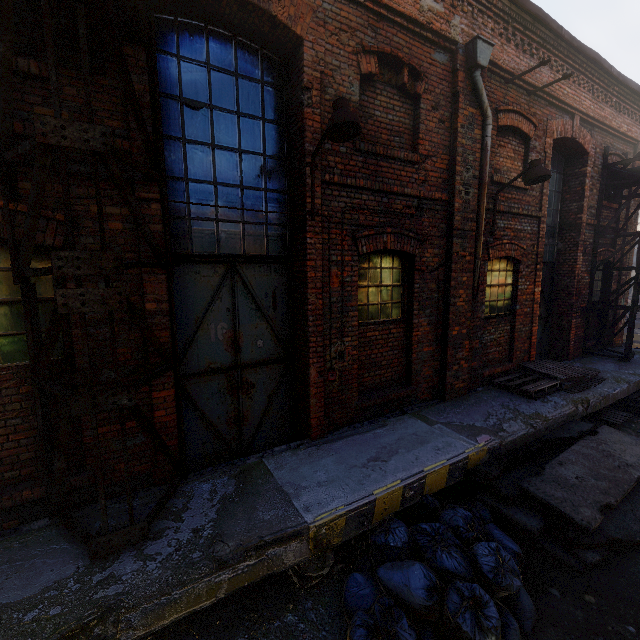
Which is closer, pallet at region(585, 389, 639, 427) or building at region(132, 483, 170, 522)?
building at region(132, 483, 170, 522)

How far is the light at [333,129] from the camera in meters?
3.6

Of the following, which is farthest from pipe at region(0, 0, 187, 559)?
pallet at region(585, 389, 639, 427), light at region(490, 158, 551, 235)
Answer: light at region(490, 158, 551, 235)

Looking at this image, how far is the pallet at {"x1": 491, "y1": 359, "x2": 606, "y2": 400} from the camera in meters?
6.8 m

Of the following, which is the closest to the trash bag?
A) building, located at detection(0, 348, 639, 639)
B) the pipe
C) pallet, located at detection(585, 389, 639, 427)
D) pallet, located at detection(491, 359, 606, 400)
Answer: building, located at detection(0, 348, 639, 639)

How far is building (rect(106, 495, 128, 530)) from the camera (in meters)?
3.30

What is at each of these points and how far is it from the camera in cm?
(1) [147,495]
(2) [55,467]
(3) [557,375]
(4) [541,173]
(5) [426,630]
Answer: (1) building, 373
(2) pipe, 304
(3) pallet, 712
(4) light, 569
(5) trash bag, 293

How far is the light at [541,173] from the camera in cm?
572
